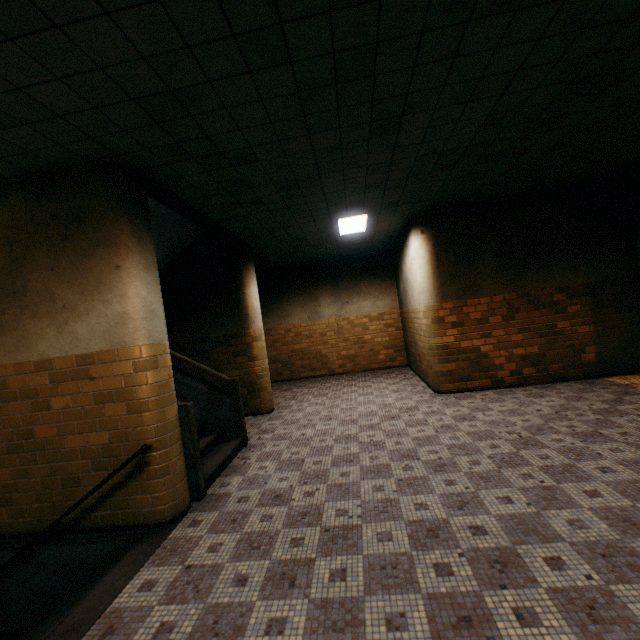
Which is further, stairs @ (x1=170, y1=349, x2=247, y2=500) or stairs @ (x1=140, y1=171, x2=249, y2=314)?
stairs @ (x1=140, y1=171, x2=249, y2=314)

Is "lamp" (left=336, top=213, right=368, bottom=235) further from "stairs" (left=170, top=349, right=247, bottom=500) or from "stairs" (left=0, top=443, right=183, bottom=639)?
"stairs" (left=0, top=443, right=183, bottom=639)

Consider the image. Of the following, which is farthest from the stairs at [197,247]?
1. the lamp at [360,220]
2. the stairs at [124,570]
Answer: the lamp at [360,220]

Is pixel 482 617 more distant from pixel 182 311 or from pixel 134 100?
pixel 182 311

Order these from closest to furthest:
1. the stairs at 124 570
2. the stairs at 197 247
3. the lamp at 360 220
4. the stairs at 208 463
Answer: the stairs at 124 570 → the stairs at 208 463 → the stairs at 197 247 → the lamp at 360 220

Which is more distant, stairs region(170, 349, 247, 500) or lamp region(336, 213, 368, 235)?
lamp region(336, 213, 368, 235)

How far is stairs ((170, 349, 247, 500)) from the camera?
3.95m
